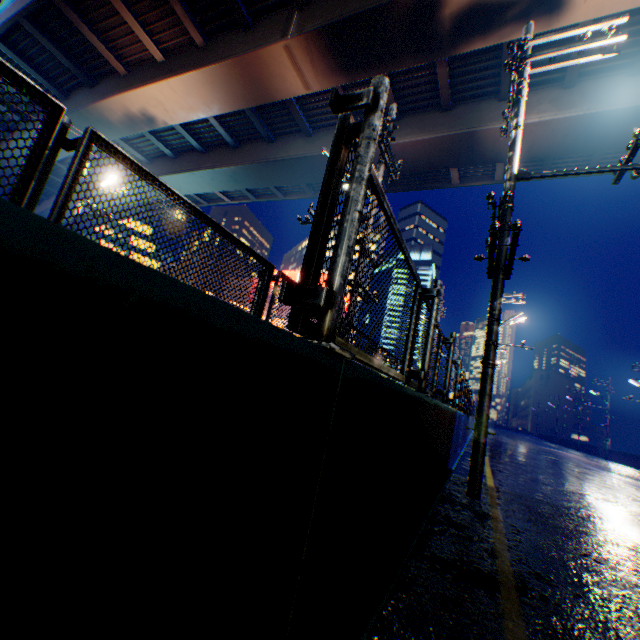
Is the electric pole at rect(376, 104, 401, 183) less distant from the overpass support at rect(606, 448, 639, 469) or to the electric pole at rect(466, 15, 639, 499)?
the electric pole at rect(466, 15, 639, 499)

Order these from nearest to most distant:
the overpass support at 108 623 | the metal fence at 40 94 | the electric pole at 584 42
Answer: the overpass support at 108 623, the metal fence at 40 94, the electric pole at 584 42

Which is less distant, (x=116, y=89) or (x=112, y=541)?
(x=112, y=541)

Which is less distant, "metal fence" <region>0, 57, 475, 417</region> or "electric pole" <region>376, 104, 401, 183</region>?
"metal fence" <region>0, 57, 475, 417</region>

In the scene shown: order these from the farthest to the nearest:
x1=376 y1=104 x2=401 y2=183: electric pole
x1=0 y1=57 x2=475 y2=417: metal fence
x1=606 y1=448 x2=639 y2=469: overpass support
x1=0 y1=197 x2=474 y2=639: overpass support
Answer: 1. x1=606 y1=448 x2=639 y2=469: overpass support
2. x1=376 y1=104 x2=401 y2=183: electric pole
3. x1=0 y1=57 x2=475 y2=417: metal fence
4. x1=0 y1=197 x2=474 y2=639: overpass support

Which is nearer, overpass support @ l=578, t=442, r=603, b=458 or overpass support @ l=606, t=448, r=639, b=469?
overpass support @ l=606, t=448, r=639, b=469

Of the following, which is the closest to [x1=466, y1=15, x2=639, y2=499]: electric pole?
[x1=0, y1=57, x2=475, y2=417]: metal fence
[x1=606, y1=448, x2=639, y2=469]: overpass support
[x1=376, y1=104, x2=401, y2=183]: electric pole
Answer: [x1=0, y1=57, x2=475, y2=417]: metal fence

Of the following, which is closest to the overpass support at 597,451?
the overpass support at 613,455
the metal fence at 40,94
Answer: the metal fence at 40,94
